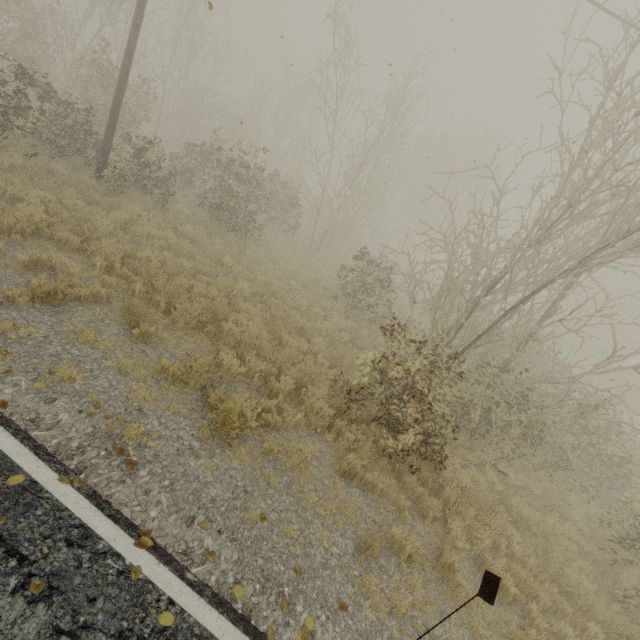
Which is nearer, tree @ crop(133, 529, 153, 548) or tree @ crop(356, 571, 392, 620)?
tree @ crop(133, 529, 153, 548)

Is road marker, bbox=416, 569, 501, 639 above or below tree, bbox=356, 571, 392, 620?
above

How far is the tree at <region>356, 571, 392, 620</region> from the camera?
4.1m

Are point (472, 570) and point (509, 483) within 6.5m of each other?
yes

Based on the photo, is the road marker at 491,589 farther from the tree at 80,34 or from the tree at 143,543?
the tree at 80,34

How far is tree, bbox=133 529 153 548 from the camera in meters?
3.3 m

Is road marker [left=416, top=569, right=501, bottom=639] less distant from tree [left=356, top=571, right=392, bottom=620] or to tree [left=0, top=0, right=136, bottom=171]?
tree [left=356, top=571, right=392, bottom=620]

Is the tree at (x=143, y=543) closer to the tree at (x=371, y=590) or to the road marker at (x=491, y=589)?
the road marker at (x=491, y=589)
